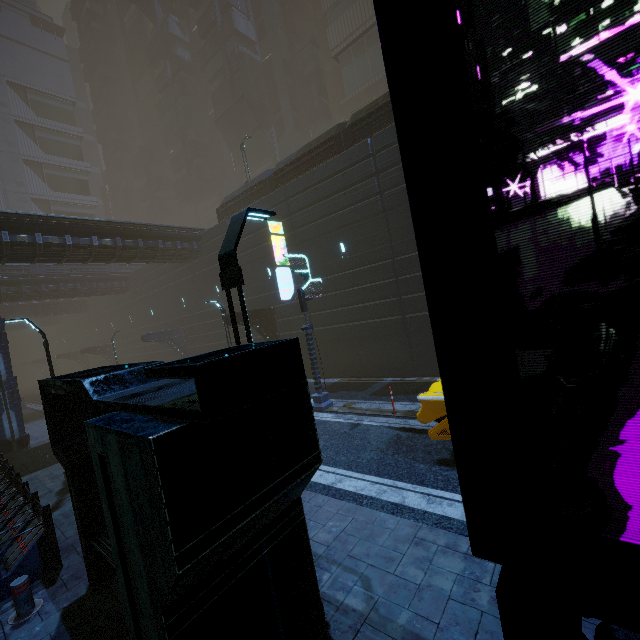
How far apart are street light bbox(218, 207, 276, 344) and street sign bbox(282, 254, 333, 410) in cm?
816

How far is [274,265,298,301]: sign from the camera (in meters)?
18.55

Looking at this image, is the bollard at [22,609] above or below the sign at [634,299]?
below

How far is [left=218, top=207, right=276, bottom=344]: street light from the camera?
4.1m

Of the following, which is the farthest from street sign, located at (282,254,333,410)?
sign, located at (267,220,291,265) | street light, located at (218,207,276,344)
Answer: street light, located at (218,207,276,344)

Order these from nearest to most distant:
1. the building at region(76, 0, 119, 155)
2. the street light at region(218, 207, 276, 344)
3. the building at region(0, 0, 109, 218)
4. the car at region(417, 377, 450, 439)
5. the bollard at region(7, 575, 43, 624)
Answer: the street light at region(218, 207, 276, 344)
the bollard at region(7, 575, 43, 624)
the car at region(417, 377, 450, 439)
the building at region(0, 0, 109, 218)
the building at region(76, 0, 119, 155)

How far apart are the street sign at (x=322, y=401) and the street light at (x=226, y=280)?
8.2m

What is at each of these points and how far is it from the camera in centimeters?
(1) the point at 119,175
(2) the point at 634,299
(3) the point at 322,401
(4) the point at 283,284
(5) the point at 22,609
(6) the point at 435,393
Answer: (1) building, 5953cm
(2) sign, 107cm
(3) street sign, 1338cm
(4) sign, 1883cm
(5) bollard, 533cm
(6) car, 762cm
